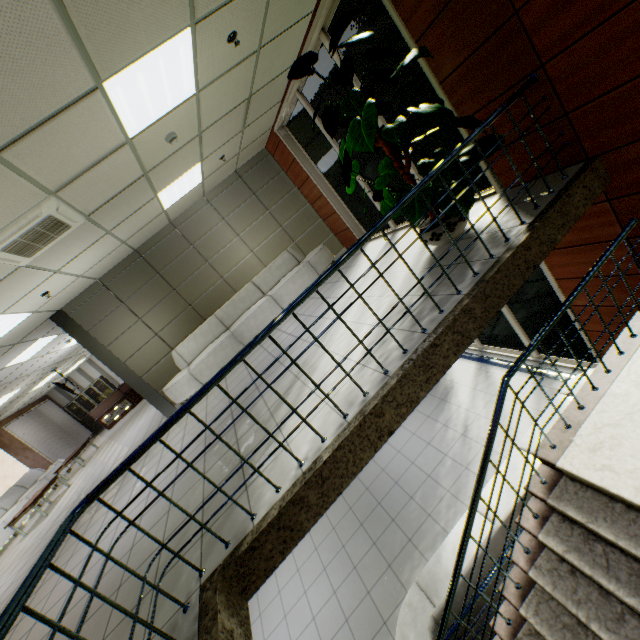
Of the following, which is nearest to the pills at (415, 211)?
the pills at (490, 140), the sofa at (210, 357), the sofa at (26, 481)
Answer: the pills at (490, 140)

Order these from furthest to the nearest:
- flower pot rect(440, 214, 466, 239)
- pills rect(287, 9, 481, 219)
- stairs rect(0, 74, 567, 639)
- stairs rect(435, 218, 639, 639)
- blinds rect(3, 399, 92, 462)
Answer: blinds rect(3, 399, 92, 462), flower pot rect(440, 214, 466, 239), pills rect(287, 9, 481, 219), stairs rect(435, 218, 639, 639), stairs rect(0, 74, 567, 639)

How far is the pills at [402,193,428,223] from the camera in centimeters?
332cm

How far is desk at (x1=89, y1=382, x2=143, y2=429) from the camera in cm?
1463

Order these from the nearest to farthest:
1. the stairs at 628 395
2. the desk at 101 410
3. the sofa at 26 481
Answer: the stairs at 628 395 < the sofa at 26 481 < the desk at 101 410

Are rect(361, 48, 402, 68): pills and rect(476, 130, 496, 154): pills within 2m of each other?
yes

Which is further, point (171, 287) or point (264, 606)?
point (171, 287)

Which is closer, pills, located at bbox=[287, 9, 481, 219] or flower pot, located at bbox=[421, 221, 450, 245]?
pills, located at bbox=[287, 9, 481, 219]
